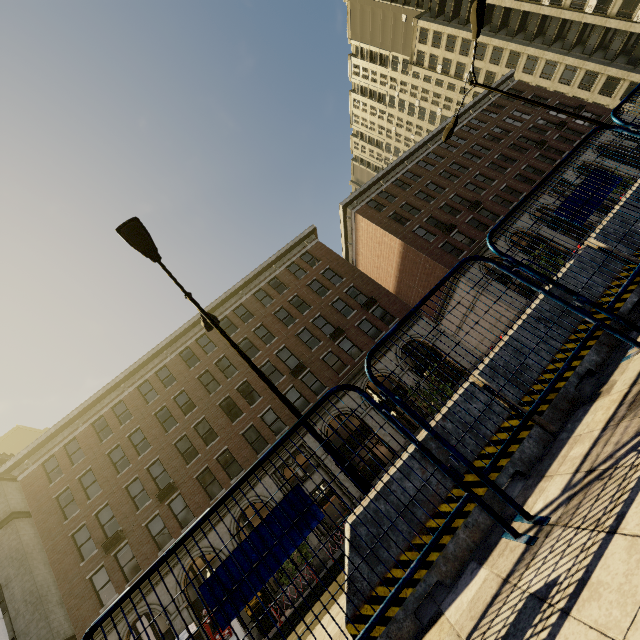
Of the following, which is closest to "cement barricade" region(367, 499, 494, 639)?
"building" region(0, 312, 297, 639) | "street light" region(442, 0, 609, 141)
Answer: "street light" region(442, 0, 609, 141)

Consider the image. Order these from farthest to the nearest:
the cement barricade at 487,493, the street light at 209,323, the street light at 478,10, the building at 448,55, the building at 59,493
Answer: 1. the building at 448,55
2. the building at 59,493
3. the street light at 478,10
4. the street light at 209,323
5. the cement barricade at 487,493

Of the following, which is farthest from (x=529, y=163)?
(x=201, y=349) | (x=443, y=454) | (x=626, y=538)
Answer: (x=626, y=538)

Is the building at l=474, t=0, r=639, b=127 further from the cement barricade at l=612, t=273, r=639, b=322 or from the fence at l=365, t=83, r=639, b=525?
the cement barricade at l=612, t=273, r=639, b=322

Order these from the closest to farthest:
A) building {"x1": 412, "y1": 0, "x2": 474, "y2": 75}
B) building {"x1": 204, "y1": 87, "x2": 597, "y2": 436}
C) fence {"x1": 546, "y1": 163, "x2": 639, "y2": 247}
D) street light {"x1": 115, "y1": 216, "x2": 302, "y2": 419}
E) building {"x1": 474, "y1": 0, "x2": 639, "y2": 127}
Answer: fence {"x1": 546, "y1": 163, "x2": 639, "y2": 247}
street light {"x1": 115, "y1": 216, "x2": 302, "y2": 419}
building {"x1": 204, "y1": 87, "x2": 597, "y2": 436}
building {"x1": 474, "y1": 0, "x2": 639, "y2": 127}
building {"x1": 412, "y1": 0, "x2": 474, "y2": 75}

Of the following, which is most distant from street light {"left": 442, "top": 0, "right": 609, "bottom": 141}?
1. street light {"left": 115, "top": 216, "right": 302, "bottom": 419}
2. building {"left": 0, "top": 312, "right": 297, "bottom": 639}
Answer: building {"left": 0, "top": 312, "right": 297, "bottom": 639}

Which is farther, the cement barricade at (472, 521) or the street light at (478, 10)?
the street light at (478, 10)

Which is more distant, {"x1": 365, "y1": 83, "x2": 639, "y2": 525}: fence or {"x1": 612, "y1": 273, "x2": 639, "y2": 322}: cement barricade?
{"x1": 612, "y1": 273, "x2": 639, "y2": 322}: cement barricade
